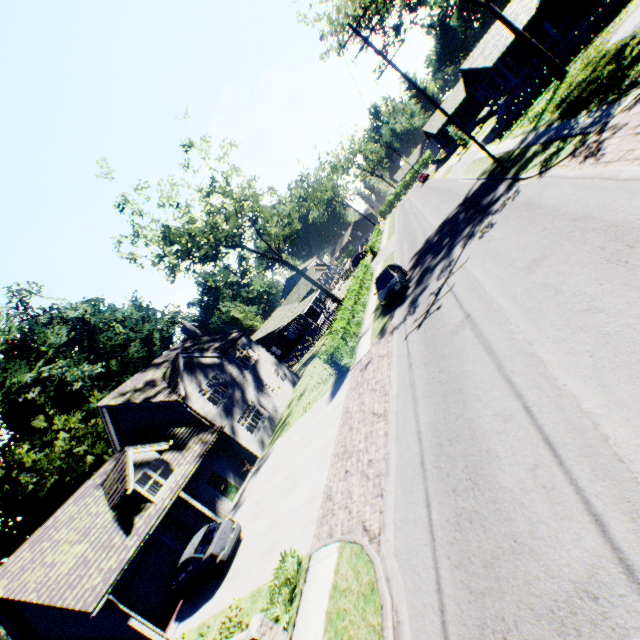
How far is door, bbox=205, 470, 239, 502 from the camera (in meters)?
20.27

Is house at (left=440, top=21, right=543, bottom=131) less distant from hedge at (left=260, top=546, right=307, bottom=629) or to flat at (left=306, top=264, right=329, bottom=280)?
flat at (left=306, top=264, right=329, bottom=280)

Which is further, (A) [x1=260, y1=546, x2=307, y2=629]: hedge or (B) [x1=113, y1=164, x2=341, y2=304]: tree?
(B) [x1=113, y1=164, x2=341, y2=304]: tree

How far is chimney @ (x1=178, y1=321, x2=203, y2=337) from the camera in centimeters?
3202cm

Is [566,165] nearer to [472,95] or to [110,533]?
[110,533]

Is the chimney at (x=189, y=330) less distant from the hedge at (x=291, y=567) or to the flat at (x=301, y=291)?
the flat at (x=301, y=291)

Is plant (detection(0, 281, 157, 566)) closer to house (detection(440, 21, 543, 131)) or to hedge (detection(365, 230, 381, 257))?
hedge (detection(365, 230, 381, 257))

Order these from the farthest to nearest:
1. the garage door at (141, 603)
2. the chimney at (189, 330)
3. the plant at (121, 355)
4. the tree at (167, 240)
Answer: the plant at (121, 355)
the chimney at (189, 330)
the tree at (167, 240)
the garage door at (141, 603)
